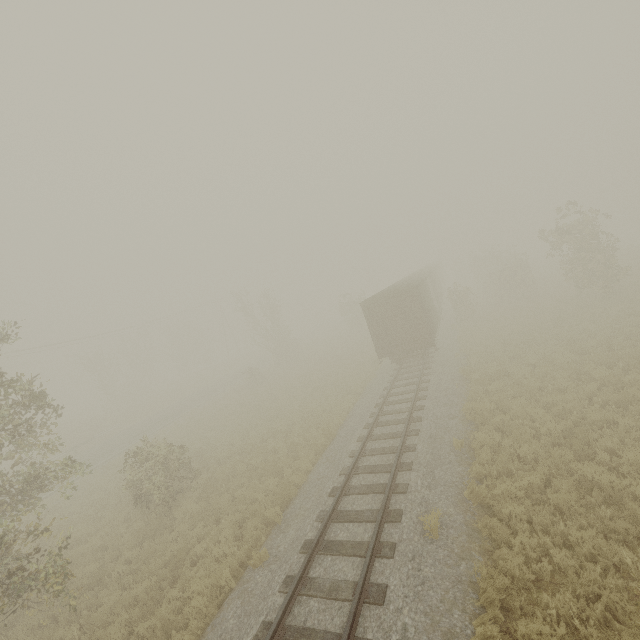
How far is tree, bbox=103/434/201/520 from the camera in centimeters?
1320cm

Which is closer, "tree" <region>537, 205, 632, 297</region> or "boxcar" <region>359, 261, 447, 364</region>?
"boxcar" <region>359, 261, 447, 364</region>

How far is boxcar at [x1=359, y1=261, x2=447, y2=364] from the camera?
18.6 meters

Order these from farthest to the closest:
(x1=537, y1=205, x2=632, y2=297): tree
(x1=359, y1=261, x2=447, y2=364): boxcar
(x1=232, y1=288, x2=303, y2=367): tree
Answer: (x1=232, y1=288, x2=303, y2=367): tree < (x1=537, y1=205, x2=632, y2=297): tree < (x1=359, y1=261, x2=447, y2=364): boxcar

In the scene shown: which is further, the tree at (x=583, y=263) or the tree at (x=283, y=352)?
the tree at (x=283, y=352)

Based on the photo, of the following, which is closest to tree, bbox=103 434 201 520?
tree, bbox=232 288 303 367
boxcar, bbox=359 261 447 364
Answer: boxcar, bbox=359 261 447 364

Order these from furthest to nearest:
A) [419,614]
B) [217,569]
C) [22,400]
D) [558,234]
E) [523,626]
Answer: [558,234]
[22,400]
[217,569]
[419,614]
[523,626]

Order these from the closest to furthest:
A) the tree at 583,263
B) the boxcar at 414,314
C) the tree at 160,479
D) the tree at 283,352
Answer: the tree at 160,479 → the boxcar at 414,314 → the tree at 583,263 → the tree at 283,352
